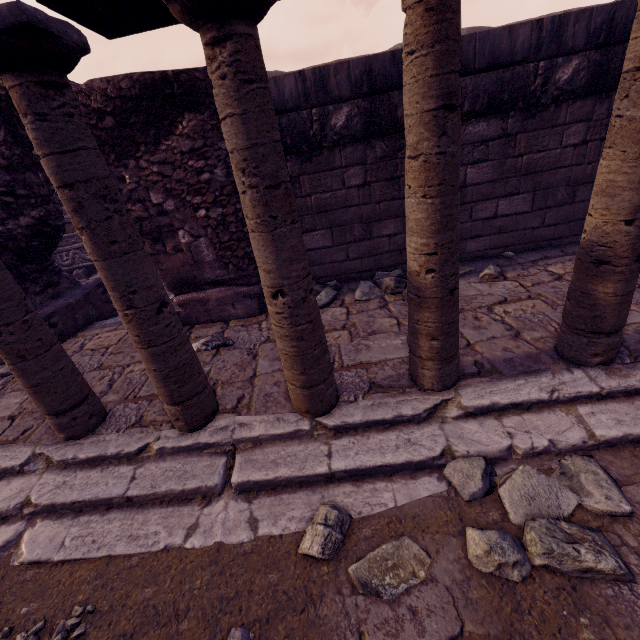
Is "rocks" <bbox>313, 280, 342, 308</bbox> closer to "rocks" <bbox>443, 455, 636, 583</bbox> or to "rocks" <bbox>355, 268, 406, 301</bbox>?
"rocks" <bbox>355, 268, 406, 301</bbox>

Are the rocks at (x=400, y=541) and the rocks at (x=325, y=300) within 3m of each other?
yes

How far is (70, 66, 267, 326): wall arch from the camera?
3.13m

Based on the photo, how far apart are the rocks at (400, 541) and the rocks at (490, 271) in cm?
324

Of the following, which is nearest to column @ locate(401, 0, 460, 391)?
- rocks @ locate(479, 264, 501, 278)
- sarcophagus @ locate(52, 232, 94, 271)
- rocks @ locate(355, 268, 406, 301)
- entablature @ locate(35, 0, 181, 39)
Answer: entablature @ locate(35, 0, 181, 39)

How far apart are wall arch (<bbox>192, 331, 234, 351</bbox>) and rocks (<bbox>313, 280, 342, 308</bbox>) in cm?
114

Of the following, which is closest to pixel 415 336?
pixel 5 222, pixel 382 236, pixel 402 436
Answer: pixel 402 436

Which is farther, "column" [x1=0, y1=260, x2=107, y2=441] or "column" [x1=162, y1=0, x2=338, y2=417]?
"column" [x1=0, y1=260, x2=107, y2=441]
